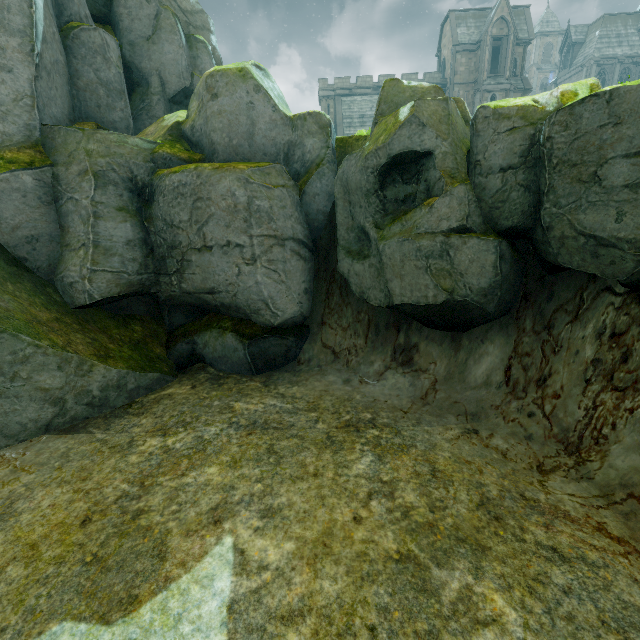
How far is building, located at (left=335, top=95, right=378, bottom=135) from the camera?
41.1 meters

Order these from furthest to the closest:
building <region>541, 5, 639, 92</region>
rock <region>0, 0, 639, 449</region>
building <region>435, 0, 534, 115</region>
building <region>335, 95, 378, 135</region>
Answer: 1. building <region>541, 5, 639, 92</region>
2. building <region>335, 95, 378, 135</region>
3. building <region>435, 0, 534, 115</region>
4. rock <region>0, 0, 639, 449</region>

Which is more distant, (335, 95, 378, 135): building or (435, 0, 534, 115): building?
(335, 95, 378, 135): building

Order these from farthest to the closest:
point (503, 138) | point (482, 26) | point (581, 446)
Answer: point (482, 26), point (503, 138), point (581, 446)

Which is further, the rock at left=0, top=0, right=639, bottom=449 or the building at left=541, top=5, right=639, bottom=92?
the building at left=541, top=5, right=639, bottom=92

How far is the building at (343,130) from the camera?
41.1m

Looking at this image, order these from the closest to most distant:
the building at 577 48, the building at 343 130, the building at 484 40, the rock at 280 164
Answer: the rock at 280 164 → the building at 484 40 → the building at 343 130 → the building at 577 48
